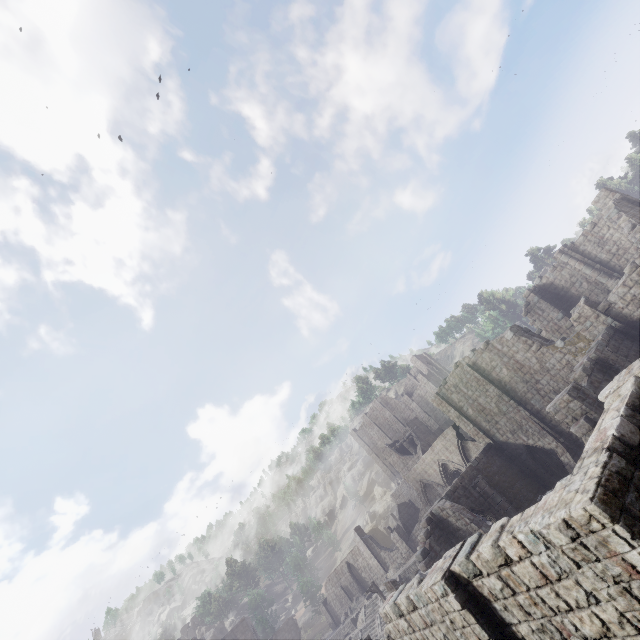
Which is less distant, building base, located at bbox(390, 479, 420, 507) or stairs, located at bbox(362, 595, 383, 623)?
stairs, located at bbox(362, 595, 383, 623)

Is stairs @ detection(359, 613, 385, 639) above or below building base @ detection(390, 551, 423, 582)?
below

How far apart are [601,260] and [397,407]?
40.3m

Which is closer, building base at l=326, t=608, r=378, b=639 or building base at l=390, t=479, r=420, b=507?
building base at l=326, t=608, r=378, b=639

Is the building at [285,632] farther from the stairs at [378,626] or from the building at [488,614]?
the stairs at [378,626]

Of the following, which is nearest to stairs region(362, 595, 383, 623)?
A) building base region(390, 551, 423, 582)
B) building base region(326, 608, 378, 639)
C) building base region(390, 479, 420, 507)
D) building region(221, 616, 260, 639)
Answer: building base region(390, 551, 423, 582)

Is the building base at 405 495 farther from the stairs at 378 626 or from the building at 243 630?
the building at 243 630

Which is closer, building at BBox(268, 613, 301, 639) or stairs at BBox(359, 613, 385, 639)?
stairs at BBox(359, 613, 385, 639)
